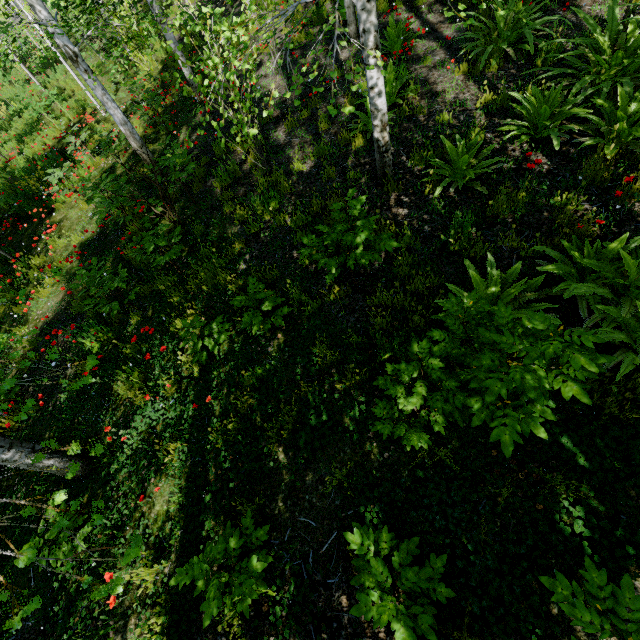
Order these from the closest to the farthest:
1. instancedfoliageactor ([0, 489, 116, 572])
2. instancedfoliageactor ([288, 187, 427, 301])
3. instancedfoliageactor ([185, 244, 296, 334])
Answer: instancedfoliageactor ([0, 489, 116, 572]), instancedfoliageactor ([288, 187, 427, 301]), instancedfoliageactor ([185, 244, 296, 334])

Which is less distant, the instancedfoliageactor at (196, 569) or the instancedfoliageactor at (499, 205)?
the instancedfoliageactor at (196, 569)

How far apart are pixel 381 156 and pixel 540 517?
4.7m

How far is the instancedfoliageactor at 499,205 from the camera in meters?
3.9

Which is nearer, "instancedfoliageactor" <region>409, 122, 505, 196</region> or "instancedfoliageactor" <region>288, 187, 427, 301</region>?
"instancedfoliageactor" <region>288, 187, 427, 301</region>

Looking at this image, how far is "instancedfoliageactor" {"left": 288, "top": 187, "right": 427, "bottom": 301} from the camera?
3.29m
